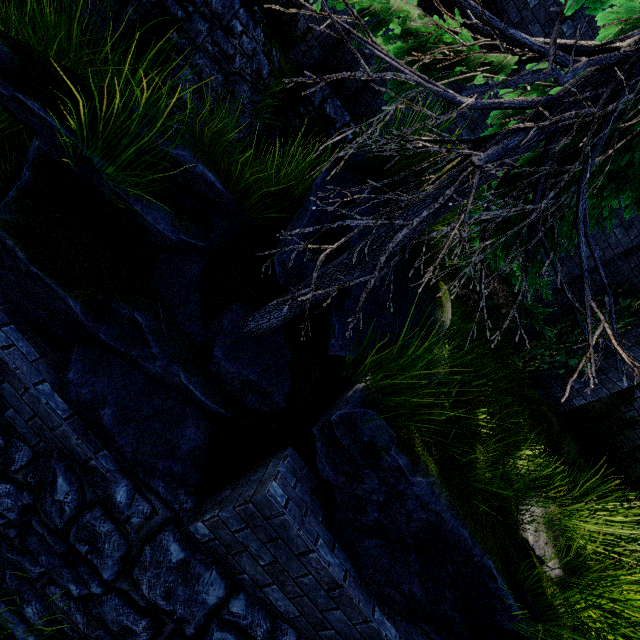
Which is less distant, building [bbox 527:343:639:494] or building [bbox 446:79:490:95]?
building [bbox 527:343:639:494]

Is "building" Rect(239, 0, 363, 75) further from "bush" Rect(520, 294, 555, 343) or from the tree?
the tree

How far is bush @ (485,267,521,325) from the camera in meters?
5.2

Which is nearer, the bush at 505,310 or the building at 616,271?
the bush at 505,310

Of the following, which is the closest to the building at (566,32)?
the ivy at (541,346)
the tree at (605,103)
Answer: the ivy at (541,346)

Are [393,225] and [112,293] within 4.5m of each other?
yes

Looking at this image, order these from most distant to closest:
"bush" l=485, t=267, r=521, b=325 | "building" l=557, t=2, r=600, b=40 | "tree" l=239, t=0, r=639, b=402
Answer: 1. "building" l=557, t=2, r=600, b=40
2. "bush" l=485, t=267, r=521, b=325
3. "tree" l=239, t=0, r=639, b=402

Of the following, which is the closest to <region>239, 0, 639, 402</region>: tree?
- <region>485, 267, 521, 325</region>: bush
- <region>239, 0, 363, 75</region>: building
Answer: <region>485, 267, 521, 325</region>: bush
